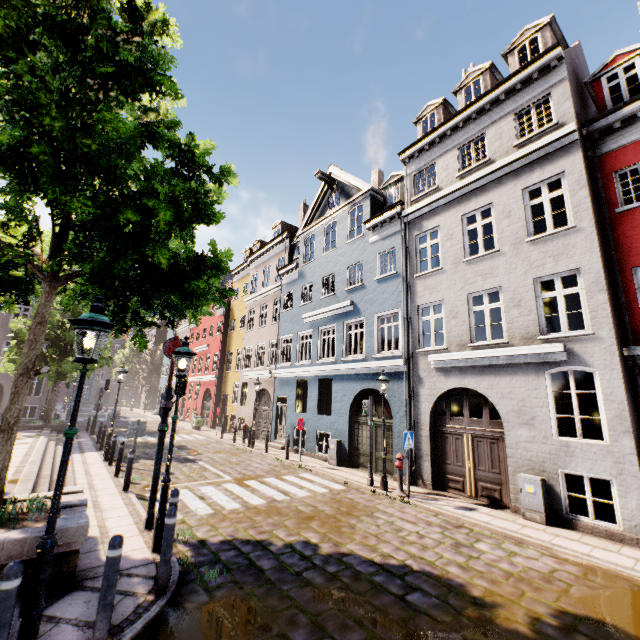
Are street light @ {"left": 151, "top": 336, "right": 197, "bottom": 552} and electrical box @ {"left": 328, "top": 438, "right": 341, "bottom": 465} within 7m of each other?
no

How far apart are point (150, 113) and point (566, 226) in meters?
11.1

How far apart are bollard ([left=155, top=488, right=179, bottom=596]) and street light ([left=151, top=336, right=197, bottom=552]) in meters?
1.4 m

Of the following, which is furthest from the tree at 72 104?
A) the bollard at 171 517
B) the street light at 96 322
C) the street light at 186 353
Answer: the bollard at 171 517

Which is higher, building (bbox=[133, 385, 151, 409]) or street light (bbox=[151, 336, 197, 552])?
street light (bbox=[151, 336, 197, 552])

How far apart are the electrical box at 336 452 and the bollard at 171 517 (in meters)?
9.89

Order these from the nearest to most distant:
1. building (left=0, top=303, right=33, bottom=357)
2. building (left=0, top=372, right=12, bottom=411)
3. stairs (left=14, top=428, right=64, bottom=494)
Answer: stairs (left=14, top=428, right=64, bottom=494)
building (left=0, top=372, right=12, bottom=411)
building (left=0, top=303, right=33, bottom=357)

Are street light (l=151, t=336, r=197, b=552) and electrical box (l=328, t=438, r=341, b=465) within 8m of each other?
no
